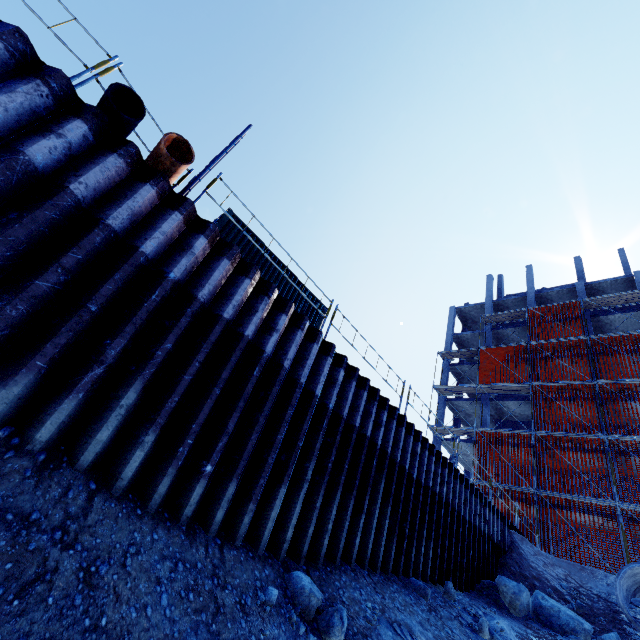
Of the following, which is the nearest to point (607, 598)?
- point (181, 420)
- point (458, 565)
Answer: point (458, 565)

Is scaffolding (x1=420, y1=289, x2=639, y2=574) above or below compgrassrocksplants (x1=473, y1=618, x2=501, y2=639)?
above

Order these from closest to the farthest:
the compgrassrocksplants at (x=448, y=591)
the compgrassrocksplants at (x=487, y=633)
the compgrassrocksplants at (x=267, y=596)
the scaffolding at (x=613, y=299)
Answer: the compgrassrocksplants at (x=267, y=596)
the compgrassrocksplants at (x=487, y=633)
the compgrassrocksplants at (x=448, y=591)
the scaffolding at (x=613, y=299)

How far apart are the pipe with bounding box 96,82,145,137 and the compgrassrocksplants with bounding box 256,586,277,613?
6.6 meters

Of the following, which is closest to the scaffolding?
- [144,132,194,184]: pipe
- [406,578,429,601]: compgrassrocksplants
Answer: [144,132,194,184]: pipe

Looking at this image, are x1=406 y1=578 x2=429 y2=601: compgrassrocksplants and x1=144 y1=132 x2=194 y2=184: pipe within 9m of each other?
no

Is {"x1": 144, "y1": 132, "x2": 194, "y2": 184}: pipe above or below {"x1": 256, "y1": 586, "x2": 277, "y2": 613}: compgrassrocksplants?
above

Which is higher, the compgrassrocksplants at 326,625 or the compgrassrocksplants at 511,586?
the compgrassrocksplants at 511,586
